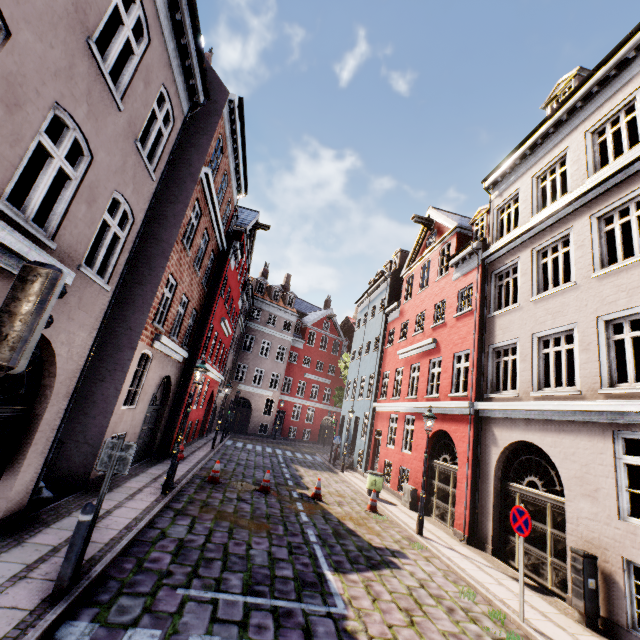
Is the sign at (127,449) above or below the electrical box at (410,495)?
above

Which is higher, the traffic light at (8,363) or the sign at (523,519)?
the traffic light at (8,363)

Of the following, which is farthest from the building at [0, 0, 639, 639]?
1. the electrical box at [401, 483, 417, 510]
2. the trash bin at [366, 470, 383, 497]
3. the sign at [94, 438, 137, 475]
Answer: the sign at [94, 438, 137, 475]

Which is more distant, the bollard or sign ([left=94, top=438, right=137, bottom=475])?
sign ([left=94, top=438, right=137, bottom=475])

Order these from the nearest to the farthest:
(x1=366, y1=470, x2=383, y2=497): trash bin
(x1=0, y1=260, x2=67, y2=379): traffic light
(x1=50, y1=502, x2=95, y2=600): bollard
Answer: (x1=0, y1=260, x2=67, y2=379): traffic light → (x1=50, y1=502, x2=95, y2=600): bollard → (x1=366, y1=470, x2=383, y2=497): trash bin

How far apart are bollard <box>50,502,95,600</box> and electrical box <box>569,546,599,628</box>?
9.1 meters

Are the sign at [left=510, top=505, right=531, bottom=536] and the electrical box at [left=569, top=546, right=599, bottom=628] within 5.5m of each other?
yes

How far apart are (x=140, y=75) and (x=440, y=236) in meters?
15.4 m
